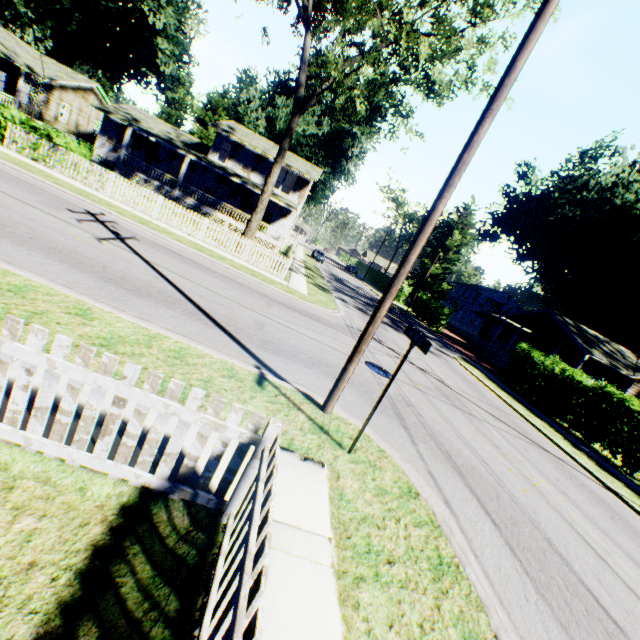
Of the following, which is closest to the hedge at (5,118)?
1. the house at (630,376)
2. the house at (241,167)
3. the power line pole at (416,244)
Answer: the house at (241,167)

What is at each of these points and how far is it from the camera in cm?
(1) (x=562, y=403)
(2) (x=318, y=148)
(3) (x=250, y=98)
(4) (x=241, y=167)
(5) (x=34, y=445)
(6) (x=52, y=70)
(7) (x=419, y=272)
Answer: (1) hedge, 1694
(2) plant, 4538
(3) plant, 5059
(4) house, 3250
(5) fence, 285
(6) flat, 2902
(7) plant, 5100

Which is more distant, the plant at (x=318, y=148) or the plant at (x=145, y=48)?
the plant at (x=145, y=48)

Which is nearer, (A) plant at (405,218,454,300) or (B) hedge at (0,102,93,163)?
(B) hedge at (0,102,93,163)

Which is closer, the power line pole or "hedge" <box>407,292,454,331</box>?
the power line pole

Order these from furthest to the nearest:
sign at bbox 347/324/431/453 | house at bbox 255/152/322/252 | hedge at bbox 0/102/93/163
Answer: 1. house at bbox 255/152/322/252
2. hedge at bbox 0/102/93/163
3. sign at bbox 347/324/431/453

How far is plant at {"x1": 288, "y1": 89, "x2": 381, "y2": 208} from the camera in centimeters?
4403cm

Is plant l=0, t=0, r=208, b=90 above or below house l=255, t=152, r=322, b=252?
above
